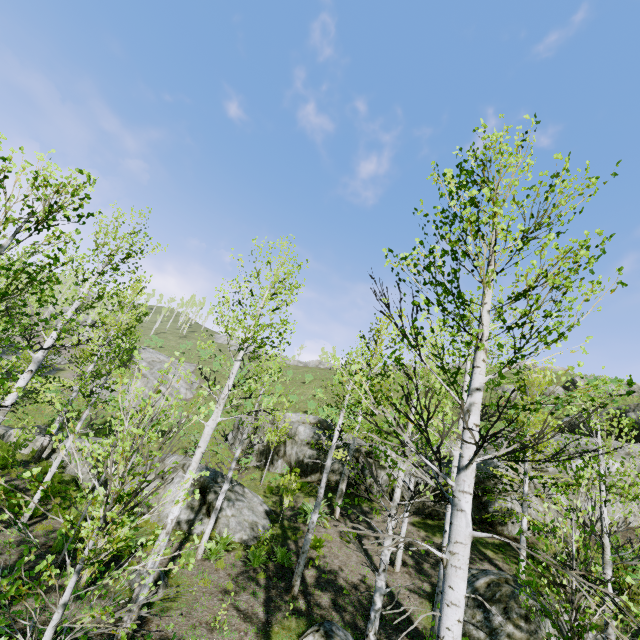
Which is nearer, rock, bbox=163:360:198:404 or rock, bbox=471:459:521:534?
rock, bbox=471:459:521:534

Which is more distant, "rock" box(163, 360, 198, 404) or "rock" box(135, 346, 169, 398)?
"rock" box(163, 360, 198, 404)

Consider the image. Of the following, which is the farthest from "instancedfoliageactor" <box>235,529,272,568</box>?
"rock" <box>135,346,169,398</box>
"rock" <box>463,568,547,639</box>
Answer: "rock" <box>135,346,169,398</box>

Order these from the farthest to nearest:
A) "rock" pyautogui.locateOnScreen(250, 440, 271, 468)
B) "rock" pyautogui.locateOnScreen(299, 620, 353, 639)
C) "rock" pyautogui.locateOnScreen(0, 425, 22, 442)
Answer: "rock" pyautogui.locateOnScreen(250, 440, 271, 468) < "rock" pyautogui.locateOnScreen(0, 425, 22, 442) < "rock" pyautogui.locateOnScreen(299, 620, 353, 639)

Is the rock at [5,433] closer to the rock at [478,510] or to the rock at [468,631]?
the rock at [478,510]

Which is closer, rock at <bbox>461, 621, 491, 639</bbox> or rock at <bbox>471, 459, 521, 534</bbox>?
rock at <bbox>461, 621, 491, 639</bbox>

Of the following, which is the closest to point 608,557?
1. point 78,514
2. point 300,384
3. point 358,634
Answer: point 358,634

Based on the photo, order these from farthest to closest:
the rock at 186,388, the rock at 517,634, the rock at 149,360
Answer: the rock at 186,388 → the rock at 149,360 → the rock at 517,634
